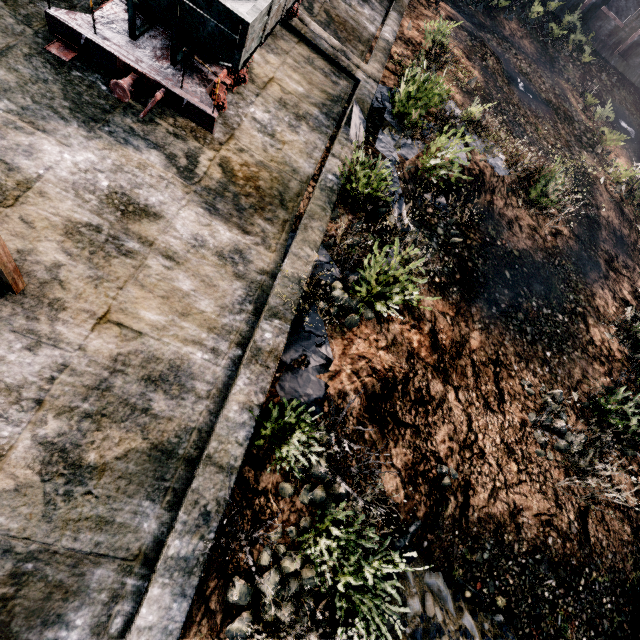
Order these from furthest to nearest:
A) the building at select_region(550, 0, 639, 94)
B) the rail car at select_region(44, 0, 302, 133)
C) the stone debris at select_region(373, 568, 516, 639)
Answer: the building at select_region(550, 0, 639, 94) < the stone debris at select_region(373, 568, 516, 639) < the rail car at select_region(44, 0, 302, 133)

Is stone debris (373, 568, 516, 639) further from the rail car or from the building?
the building

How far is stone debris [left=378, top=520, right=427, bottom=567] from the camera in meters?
6.2 m

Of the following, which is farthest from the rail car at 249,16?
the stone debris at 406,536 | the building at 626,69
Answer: the building at 626,69

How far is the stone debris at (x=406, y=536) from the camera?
6.21m

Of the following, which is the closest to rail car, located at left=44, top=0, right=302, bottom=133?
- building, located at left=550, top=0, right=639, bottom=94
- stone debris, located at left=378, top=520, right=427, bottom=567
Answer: stone debris, located at left=378, top=520, right=427, bottom=567

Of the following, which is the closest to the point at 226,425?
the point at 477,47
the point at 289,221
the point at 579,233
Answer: the point at 289,221
